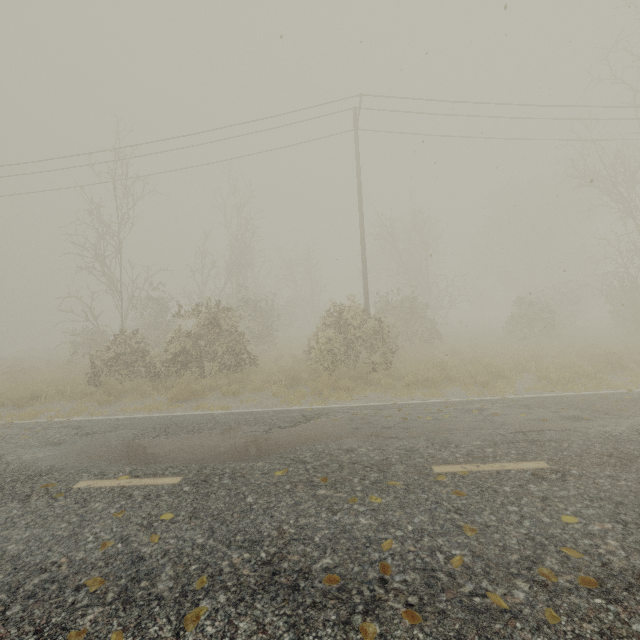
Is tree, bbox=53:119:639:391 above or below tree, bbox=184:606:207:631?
above

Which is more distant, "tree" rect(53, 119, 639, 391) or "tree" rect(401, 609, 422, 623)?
"tree" rect(53, 119, 639, 391)

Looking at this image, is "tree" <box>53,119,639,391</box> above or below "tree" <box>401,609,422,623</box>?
above

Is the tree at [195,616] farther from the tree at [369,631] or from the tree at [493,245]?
the tree at [493,245]

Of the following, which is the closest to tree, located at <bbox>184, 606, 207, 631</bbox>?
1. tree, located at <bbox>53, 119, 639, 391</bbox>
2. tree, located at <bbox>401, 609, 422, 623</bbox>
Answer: tree, located at <bbox>401, 609, 422, 623</bbox>

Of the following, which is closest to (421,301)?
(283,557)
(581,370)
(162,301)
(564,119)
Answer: (564,119)

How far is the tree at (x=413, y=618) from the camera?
2.3 meters
